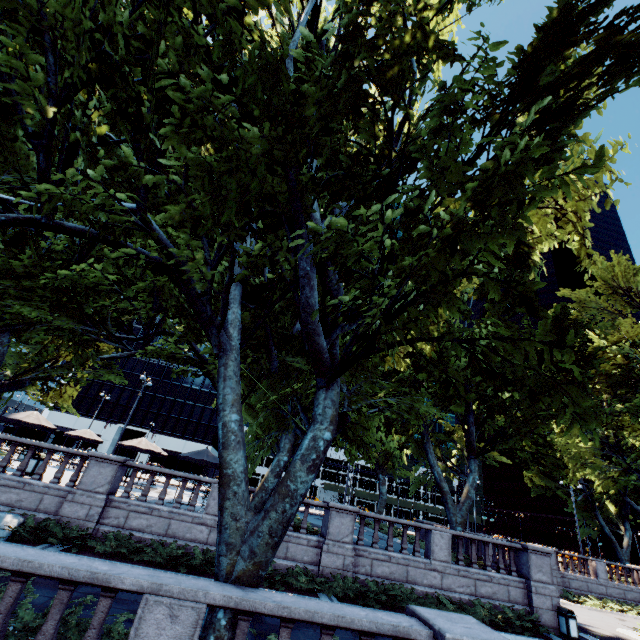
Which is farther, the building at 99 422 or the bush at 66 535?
the building at 99 422

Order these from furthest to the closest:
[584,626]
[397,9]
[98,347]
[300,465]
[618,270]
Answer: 1. [618,270]
2. [584,626]
3. [98,347]
4. [397,9]
5. [300,465]

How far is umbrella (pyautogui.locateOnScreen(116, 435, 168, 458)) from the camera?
20.4m

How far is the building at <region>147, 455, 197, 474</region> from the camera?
59.2 meters

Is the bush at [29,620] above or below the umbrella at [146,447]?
below

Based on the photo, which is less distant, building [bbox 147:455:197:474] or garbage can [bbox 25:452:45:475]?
garbage can [bbox 25:452:45:475]
